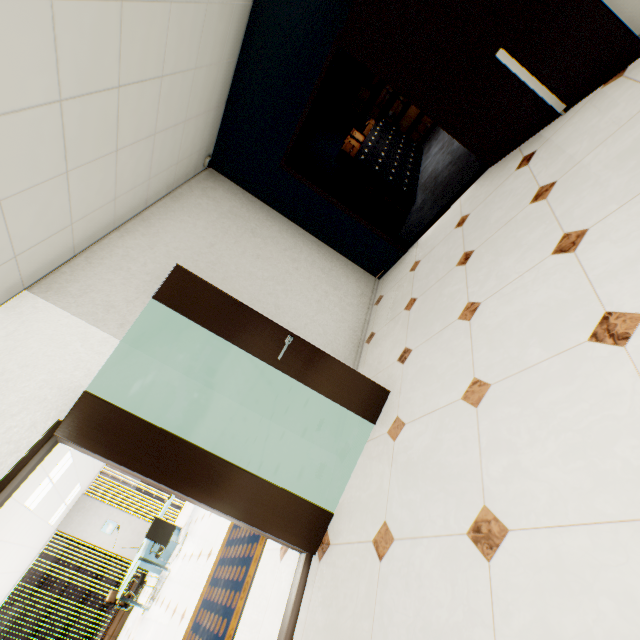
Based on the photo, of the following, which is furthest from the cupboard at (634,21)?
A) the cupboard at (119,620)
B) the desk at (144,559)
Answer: the cupboard at (119,620)

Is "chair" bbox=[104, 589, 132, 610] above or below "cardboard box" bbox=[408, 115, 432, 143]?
above

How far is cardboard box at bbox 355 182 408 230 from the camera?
5.60m

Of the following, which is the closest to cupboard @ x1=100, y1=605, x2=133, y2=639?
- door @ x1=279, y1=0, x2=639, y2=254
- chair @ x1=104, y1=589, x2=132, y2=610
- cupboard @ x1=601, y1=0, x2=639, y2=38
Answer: chair @ x1=104, y1=589, x2=132, y2=610

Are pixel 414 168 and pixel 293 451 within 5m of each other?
no

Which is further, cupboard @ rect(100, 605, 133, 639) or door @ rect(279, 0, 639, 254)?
cupboard @ rect(100, 605, 133, 639)

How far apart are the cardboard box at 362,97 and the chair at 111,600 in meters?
12.6

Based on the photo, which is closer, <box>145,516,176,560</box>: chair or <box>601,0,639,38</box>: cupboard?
<box>601,0,639,38</box>: cupboard
